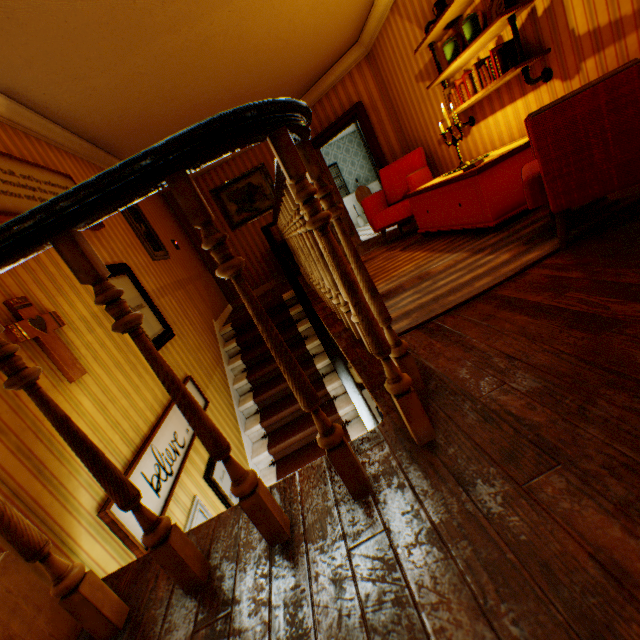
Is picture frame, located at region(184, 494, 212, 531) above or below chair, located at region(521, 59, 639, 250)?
below

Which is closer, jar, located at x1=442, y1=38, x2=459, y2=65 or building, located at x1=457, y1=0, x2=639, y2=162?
building, located at x1=457, y1=0, x2=639, y2=162

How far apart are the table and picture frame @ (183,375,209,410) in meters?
3.5 m

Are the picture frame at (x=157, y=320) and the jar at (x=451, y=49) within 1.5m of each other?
no

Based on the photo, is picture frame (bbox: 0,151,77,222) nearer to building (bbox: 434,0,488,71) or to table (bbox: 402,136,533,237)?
building (bbox: 434,0,488,71)

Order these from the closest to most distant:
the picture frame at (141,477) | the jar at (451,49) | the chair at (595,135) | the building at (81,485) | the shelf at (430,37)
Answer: the building at (81,485), the chair at (595,135), the picture frame at (141,477), the shelf at (430,37), the jar at (451,49)

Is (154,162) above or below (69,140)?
below

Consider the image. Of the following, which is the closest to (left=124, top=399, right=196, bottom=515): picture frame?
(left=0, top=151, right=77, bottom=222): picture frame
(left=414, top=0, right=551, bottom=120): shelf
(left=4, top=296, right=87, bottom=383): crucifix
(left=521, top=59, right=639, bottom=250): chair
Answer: (left=4, top=296, right=87, bottom=383): crucifix
